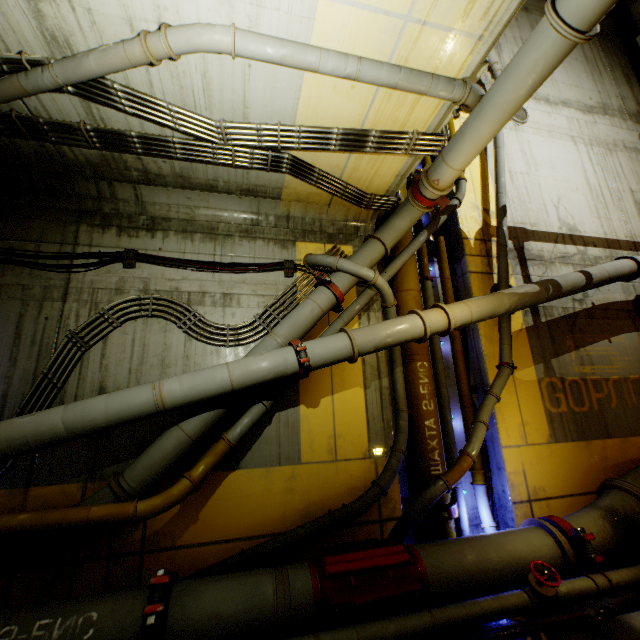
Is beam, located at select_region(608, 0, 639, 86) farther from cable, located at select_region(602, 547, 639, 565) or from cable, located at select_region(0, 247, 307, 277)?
cable, located at select_region(0, 247, 307, 277)

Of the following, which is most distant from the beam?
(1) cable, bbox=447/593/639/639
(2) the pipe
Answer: (1) cable, bbox=447/593/639/639

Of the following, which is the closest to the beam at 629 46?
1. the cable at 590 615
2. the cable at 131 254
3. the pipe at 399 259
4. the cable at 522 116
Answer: the pipe at 399 259

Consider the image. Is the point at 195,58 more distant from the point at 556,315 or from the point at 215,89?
the point at 556,315

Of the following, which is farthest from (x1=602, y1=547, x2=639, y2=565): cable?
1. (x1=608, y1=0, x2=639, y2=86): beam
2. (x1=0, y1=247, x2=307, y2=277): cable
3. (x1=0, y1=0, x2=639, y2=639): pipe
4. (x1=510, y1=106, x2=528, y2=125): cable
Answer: (x1=510, y1=106, x2=528, y2=125): cable

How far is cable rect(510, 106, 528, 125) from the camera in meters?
9.9

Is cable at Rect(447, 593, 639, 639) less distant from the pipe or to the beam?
the pipe

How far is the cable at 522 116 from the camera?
9.9m
